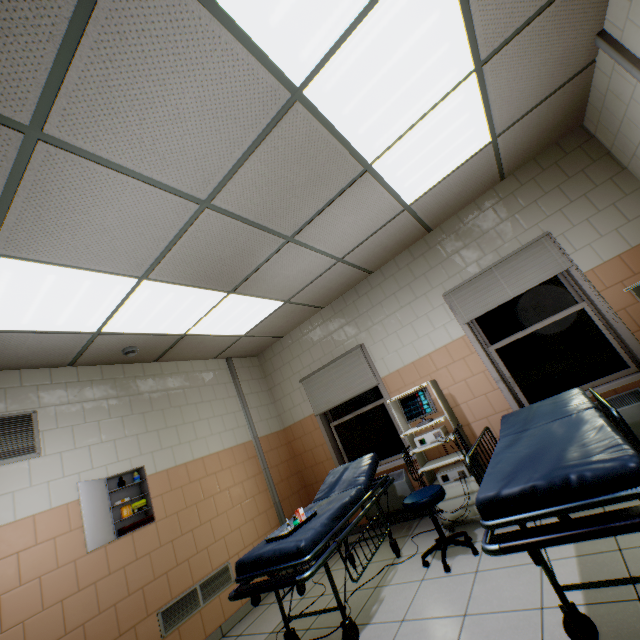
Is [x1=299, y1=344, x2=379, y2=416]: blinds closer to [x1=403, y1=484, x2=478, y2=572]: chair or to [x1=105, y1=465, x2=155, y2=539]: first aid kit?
[x1=403, y1=484, x2=478, y2=572]: chair

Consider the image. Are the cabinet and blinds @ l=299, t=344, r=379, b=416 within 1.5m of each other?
no

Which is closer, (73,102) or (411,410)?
(73,102)

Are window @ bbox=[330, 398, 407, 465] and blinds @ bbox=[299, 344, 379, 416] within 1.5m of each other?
yes

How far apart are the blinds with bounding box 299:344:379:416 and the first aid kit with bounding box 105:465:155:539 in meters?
2.5

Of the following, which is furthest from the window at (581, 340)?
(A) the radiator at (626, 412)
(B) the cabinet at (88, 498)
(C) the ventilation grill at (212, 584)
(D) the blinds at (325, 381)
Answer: (B) the cabinet at (88, 498)

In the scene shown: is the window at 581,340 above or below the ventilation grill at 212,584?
above

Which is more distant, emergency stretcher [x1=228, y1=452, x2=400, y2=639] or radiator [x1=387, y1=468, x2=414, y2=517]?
radiator [x1=387, y1=468, x2=414, y2=517]
